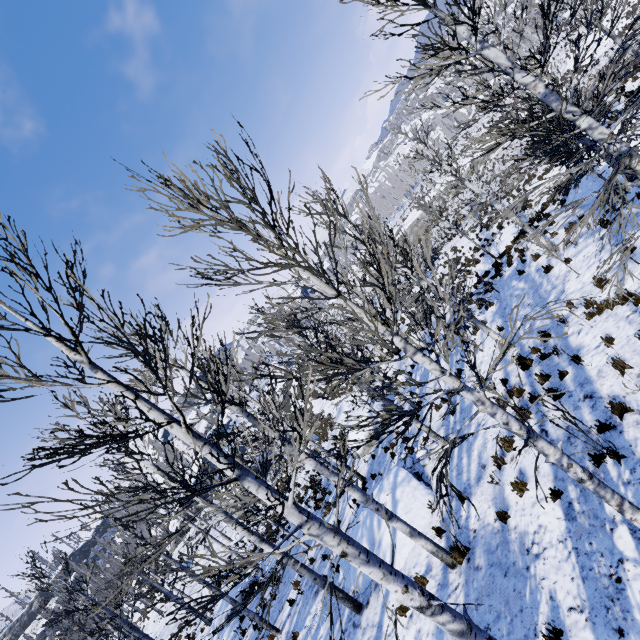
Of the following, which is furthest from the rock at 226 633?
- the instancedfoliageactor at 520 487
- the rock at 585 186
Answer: the rock at 585 186

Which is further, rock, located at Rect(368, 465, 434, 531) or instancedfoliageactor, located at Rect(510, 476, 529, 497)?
rock, located at Rect(368, 465, 434, 531)

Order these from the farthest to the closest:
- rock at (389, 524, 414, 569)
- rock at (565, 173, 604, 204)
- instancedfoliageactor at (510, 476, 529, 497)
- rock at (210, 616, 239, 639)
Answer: rock at (210, 616, 239, 639) → rock at (565, 173, 604, 204) → rock at (389, 524, 414, 569) → instancedfoliageactor at (510, 476, 529, 497)

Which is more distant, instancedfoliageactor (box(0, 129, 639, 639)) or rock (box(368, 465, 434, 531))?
rock (box(368, 465, 434, 531))

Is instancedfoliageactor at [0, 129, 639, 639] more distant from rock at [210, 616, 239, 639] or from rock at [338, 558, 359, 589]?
rock at [338, 558, 359, 589]

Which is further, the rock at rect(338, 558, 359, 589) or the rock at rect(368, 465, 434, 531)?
the rock at rect(338, 558, 359, 589)

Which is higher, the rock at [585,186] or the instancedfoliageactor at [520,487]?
the instancedfoliageactor at [520,487]

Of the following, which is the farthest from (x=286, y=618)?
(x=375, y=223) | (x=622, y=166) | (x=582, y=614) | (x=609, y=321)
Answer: (x=622, y=166)
